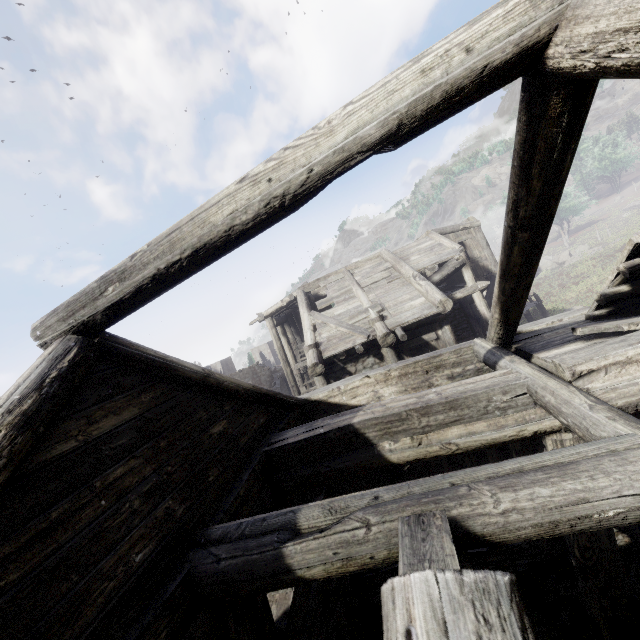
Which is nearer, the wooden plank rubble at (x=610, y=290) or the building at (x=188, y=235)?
the building at (x=188, y=235)

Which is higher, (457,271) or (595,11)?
(595,11)

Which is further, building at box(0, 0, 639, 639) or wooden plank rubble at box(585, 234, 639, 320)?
wooden plank rubble at box(585, 234, 639, 320)
